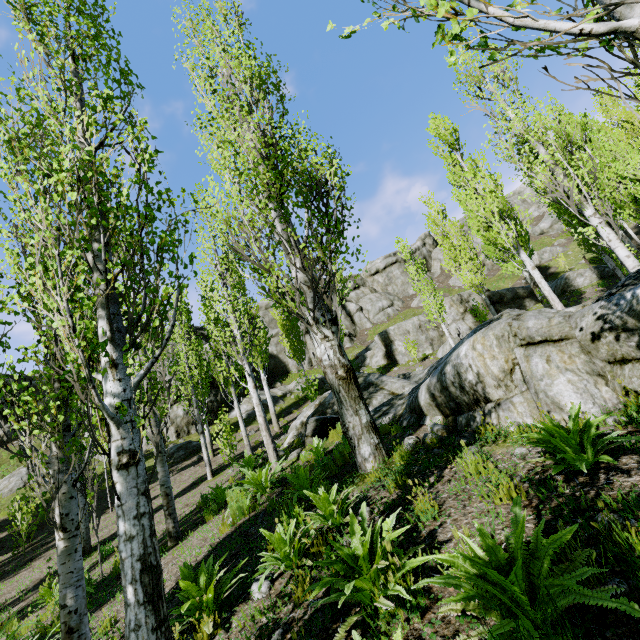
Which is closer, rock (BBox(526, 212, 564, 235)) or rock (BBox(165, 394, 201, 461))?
rock (BBox(165, 394, 201, 461))

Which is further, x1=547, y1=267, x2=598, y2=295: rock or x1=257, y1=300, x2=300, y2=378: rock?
x1=257, y1=300, x2=300, y2=378: rock

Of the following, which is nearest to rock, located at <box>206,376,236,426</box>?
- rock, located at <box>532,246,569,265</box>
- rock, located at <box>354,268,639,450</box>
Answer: rock, located at <box>532,246,569,265</box>

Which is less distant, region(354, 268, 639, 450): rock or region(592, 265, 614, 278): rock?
region(354, 268, 639, 450): rock

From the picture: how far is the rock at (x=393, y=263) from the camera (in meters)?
37.66

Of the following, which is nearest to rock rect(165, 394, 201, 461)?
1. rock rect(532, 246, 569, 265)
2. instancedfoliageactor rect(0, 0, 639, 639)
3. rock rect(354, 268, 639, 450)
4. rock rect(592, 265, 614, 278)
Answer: instancedfoliageactor rect(0, 0, 639, 639)

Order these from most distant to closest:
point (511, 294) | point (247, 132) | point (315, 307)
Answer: point (511, 294), point (247, 132), point (315, 307)

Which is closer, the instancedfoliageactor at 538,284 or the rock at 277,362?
the instancedfoliageactor at 538,284
